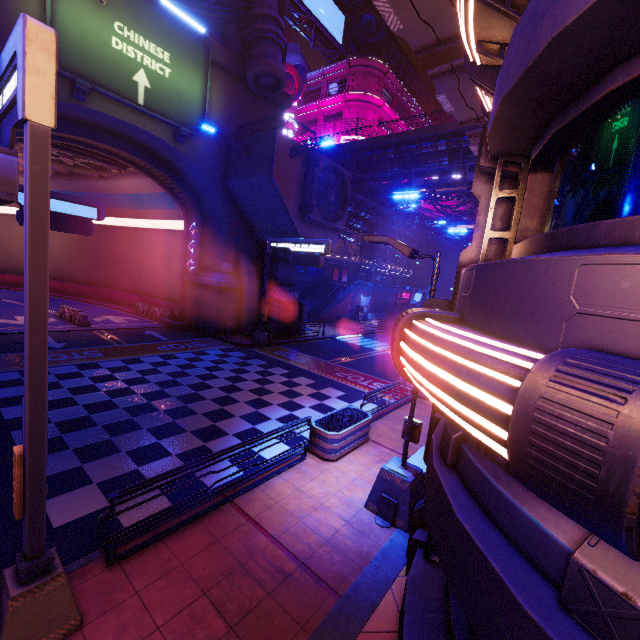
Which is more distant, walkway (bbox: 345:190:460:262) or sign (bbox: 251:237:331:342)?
Result: walkway (bbox: 345:190:460:262)

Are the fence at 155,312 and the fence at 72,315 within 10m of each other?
yes

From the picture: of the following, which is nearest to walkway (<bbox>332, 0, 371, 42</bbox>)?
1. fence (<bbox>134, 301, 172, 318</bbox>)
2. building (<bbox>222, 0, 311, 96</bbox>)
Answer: building (<bbox>222, 0, 311, 96</bbox>)

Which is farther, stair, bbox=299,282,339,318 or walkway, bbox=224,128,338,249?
stair, bbox=299,282,339,318

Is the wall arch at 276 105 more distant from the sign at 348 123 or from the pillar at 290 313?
the sign at 348 123

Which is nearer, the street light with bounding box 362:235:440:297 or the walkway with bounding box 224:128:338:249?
the street light with bounding box 362:235:440:297

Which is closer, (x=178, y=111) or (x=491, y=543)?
(x=491, y=543)

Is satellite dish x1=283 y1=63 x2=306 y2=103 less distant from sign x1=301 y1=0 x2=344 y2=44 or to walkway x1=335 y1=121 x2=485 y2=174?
walkway x1=335 y1=121 x2=485 y2=174
